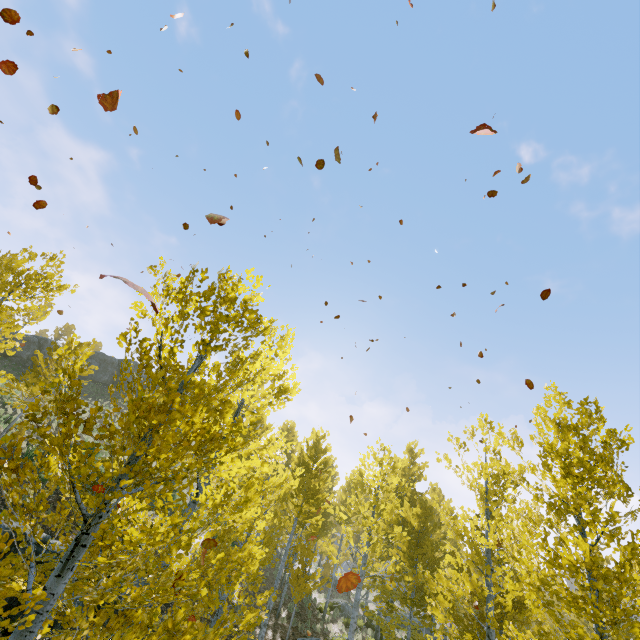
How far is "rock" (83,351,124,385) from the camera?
38.4m

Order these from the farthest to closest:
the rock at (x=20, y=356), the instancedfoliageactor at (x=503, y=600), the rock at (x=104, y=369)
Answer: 1. the rock at (x=104, y=369)
2. the rock at (x=20, y=356)
3. the instancedfoliageactor at (x=503, y=600)

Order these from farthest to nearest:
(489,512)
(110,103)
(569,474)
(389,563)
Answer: (389,563) → (489,512) → (569,474) → (110,103)

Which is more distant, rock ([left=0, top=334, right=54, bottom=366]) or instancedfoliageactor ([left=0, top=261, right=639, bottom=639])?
rock ([left=0, top=334, right=54, bottom=366])

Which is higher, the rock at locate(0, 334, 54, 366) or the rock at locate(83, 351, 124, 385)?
the rock at locate(83, 351, 124, 385)

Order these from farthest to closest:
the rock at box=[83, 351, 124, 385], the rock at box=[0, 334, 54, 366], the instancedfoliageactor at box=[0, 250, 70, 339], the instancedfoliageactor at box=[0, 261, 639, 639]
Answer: the rock at box=[83, 351, 124, 385] < the rock at box=[0, 334, 54, 366] < the instancedfoliageactor at box=[0, 250, 70, 339] < the instancedfoliageactor at box=[0, 261, 639, 639]

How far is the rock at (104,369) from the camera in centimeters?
3844cm
